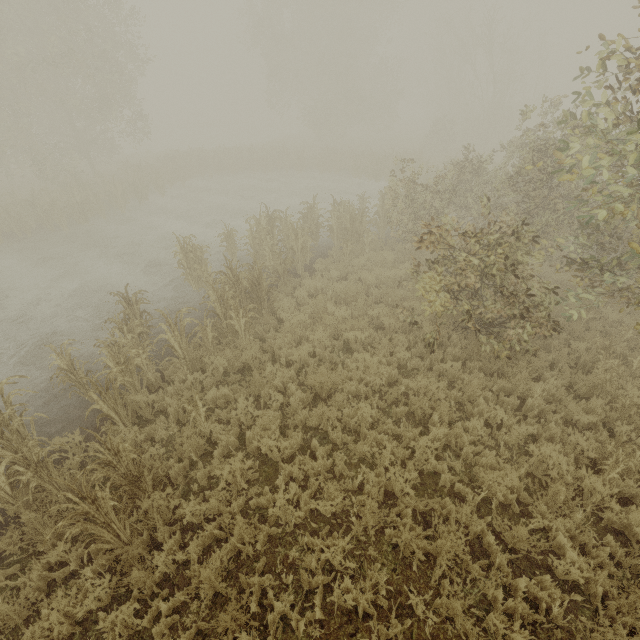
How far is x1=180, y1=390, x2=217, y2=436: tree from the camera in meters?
5.6

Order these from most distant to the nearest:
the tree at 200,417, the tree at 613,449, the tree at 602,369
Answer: the tree at 602,369 → the tree at 200,417 → the tree at 613,449

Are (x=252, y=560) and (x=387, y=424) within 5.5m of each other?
yes

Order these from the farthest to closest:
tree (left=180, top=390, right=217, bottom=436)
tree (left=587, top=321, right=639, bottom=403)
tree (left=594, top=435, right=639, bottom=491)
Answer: tree (left=587, top=321, right=639, bottom=403), tree (left=180, top=390, right=217, bottom=436), tree (left=594, top=435, right=639, bottom=491)

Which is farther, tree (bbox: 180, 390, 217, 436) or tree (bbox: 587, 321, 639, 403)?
tree (bbox: 587, 321, 639, 403)

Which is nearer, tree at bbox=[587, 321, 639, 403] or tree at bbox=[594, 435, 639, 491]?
tree at bbox=[594, 435, 639, 491]

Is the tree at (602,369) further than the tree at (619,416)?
Yes
